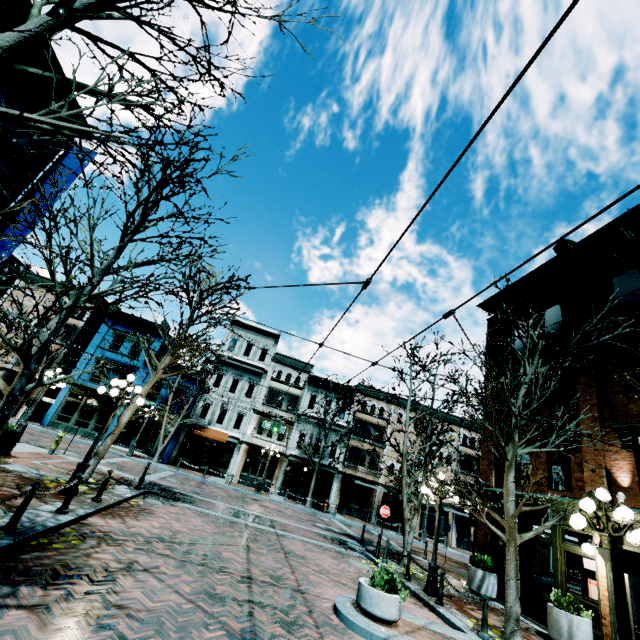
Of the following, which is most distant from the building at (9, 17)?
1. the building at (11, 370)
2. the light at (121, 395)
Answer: the building at (11, 370)

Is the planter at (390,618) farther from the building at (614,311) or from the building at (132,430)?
the building at (132,430)

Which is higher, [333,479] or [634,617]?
[333,479]

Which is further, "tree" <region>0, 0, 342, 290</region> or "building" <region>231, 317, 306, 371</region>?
"building" <region>231, 317, 306, 371</region>

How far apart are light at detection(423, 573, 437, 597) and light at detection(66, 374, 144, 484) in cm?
1011

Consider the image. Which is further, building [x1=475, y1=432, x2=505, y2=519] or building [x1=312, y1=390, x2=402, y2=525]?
building [x1=312, y1=390, x2=402, y2=525]

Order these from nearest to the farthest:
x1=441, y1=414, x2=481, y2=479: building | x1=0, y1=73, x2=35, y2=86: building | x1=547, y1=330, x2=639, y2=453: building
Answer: x1=0, y1=73, x2=35, y2=86: building → x1=547, y1=330, x2=639, y2=453: building → x1=441, y1=414, x2=481, y2=479: building

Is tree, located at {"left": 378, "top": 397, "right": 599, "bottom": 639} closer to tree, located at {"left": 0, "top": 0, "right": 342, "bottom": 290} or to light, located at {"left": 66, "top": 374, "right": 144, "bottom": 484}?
tree, located at {"left": 0, "top": 0, "right": 342, "bottom": 290}
